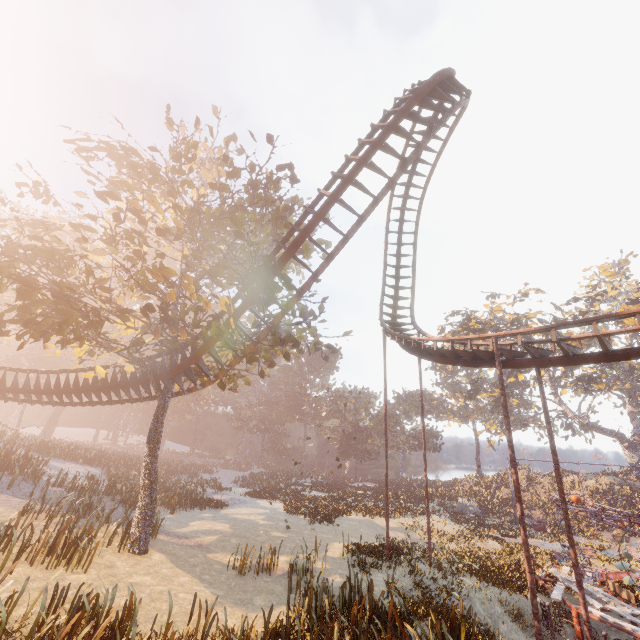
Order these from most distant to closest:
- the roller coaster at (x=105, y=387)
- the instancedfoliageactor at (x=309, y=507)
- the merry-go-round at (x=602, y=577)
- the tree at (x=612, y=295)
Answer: the tree at (x=612, y=295), the instancedfoliageactor at (x=309, y=507), the roller coaster at (x=105, y=387), the merry-go-round at (x=602, y=577)

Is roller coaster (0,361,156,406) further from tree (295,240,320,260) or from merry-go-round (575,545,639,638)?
merry-go-round (575,545,639,638)

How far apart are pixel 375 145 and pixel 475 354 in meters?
9.1

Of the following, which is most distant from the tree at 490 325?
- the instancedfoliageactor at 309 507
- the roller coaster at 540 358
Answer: the roller coaster at 540 358

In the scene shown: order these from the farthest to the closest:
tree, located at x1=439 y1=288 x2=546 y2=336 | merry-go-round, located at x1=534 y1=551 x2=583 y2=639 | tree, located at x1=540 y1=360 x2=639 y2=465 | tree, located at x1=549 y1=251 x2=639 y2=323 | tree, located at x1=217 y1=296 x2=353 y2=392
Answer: tree, located at x1=439 y1=288 x2=546 y2=336, tree, located at x1=540 y1=360 x2=639 y2=465, tree, located at x1=549 y1=251 x2=639 y2=323, tree, located at x1=217 y1=296 x2=353 y2=392, merry-go-round, located at x1=534 y1=551 x2=583 y2=639

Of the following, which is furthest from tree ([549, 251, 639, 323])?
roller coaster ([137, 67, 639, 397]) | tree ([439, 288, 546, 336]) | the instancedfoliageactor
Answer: roller coaster ([137, 67, 639, 397])

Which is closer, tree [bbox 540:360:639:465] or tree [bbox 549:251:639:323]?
tree [bbox 549:251:639:323]

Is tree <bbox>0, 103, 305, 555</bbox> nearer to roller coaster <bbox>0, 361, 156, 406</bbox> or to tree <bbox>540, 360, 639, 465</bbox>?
roller coaster <bbox>0, 361, 156, 406</bbox>
